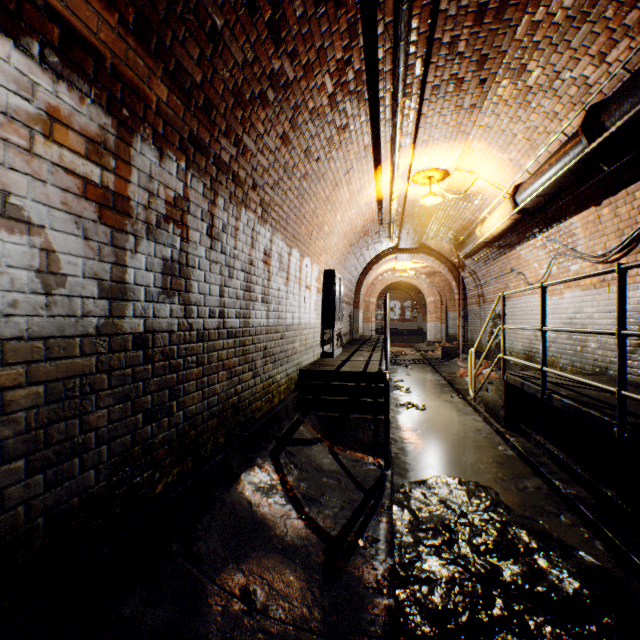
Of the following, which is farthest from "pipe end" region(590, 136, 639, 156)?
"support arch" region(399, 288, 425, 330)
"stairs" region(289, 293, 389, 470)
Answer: "support arch" region(399, 288, 425, 330)

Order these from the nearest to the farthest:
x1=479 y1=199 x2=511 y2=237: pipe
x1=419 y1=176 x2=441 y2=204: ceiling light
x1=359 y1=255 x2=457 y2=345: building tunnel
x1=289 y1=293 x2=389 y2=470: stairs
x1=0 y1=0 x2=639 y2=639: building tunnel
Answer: x1=0 y1=0 x2=639 y2=639: building tunnel → x1=289 y1=293 x2=389 y2=470: stairs → x1=479 y1=199 x2=511 y2=237: pipe → x1=419 y1=176 x2=441 y2=204: ceiling light → x1=359 y1=255 x2=457 y2=345: building tunnel

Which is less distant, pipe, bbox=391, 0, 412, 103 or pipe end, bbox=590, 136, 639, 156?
pipe, bbox=391, 0, 412, 103

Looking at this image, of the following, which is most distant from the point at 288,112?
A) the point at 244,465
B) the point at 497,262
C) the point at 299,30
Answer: the point at 497,262

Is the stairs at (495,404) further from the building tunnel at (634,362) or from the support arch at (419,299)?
the support arch at (419,299)

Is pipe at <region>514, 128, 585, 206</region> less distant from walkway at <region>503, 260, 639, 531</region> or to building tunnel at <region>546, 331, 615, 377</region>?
building tunnel at <region>546, 331, 615, 377</region>

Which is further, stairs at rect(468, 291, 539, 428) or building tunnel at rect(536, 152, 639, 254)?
stairs at rect(468, 291, 539, 428)

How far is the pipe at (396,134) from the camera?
3.8 meters
